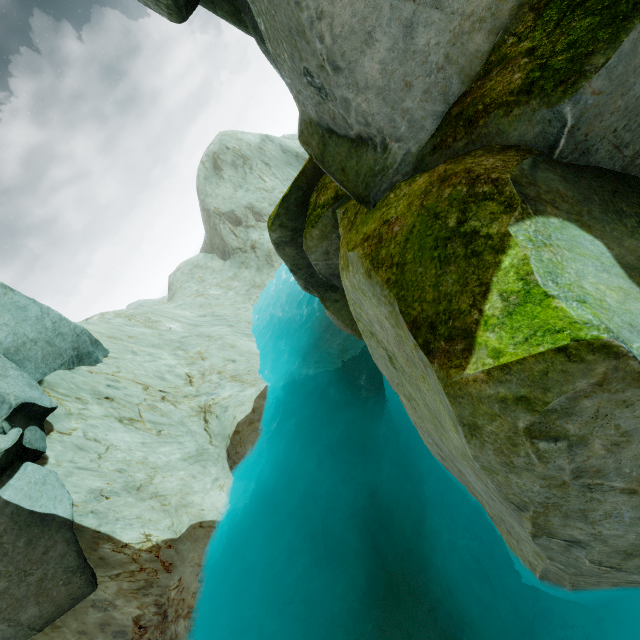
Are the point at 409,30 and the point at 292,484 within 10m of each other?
no

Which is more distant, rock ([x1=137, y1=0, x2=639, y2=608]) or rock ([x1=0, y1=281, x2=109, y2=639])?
rock ([x1=0, y1=281, x2=109, y2=639])

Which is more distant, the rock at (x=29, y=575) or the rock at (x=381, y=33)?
the rock at (x=29, y=575)
